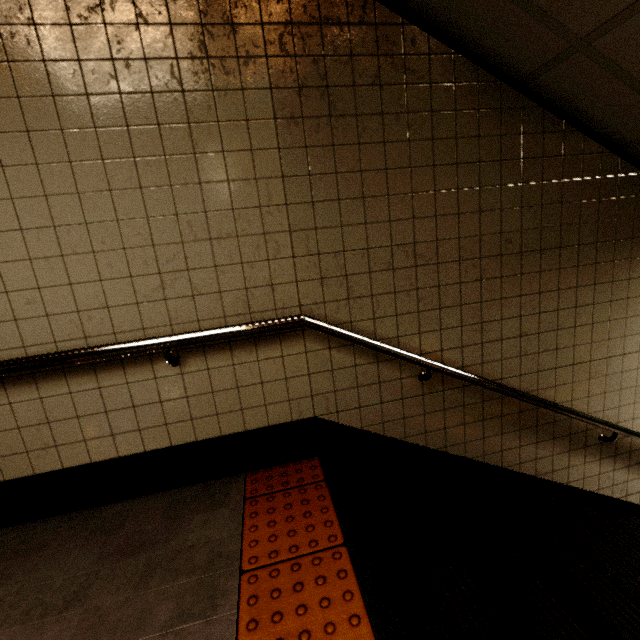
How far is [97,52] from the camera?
1.5m
